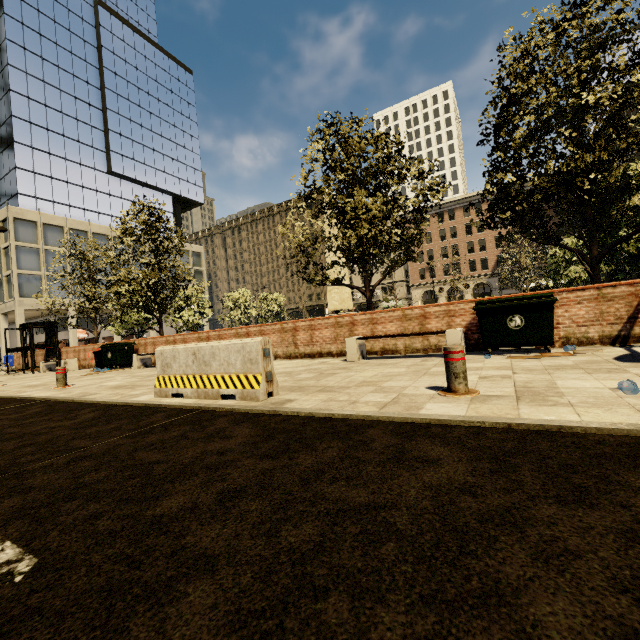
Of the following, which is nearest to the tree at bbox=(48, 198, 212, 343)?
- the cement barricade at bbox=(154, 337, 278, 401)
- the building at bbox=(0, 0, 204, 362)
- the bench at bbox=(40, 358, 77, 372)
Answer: the bench at bbox=(40, 358, 77, 372)

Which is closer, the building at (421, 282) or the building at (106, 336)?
the building at (106, 336)

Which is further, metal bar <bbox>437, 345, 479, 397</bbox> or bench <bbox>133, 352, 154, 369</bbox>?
bench <bbox>133, 352, 154, 369</bbox>

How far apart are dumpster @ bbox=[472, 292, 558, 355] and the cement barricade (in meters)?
4.44

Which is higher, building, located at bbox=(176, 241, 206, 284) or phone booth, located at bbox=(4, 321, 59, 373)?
building, located at bbox=(176, 241, 206, 284)

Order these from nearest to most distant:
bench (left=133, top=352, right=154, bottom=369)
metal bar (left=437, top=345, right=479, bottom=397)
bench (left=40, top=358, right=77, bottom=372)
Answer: metal bar (left=437, top=345, right=479, bottom=397) < bench (left=133, top=352, right=154, bottom=369) < bench (left=40, top=358, right=77, bottom=372)

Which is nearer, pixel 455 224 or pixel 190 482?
pixel 190 482

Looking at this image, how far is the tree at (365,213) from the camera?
9.5m
